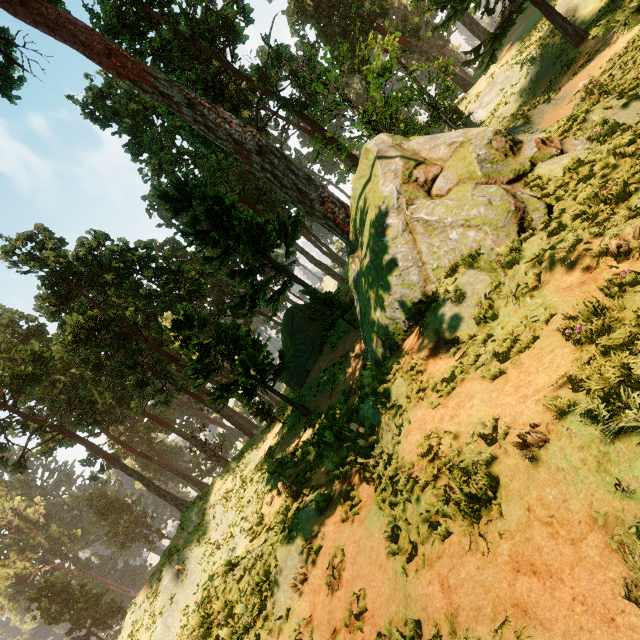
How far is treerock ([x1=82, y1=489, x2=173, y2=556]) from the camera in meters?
55.7 m

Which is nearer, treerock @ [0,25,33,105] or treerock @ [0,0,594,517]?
treerock @ [0,0,594,517]

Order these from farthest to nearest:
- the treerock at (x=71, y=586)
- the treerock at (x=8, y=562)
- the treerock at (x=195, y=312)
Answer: the treerock at (x=8, y=562)
the treerock at (x=71, y=586)
the treerock at (x=195, y=312)

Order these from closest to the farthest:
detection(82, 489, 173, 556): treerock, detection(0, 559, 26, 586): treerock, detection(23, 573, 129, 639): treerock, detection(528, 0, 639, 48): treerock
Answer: →
1. detection(528, 0, 639, 48): treerock
2. detection(23, 573, 129, 639): treerock
3. detection(82, 489, 173, 556): treerock
4. detection(0, 559, 26, 586): treerock

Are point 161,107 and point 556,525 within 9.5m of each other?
no

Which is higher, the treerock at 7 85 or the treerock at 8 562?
the treerock at 7 85
